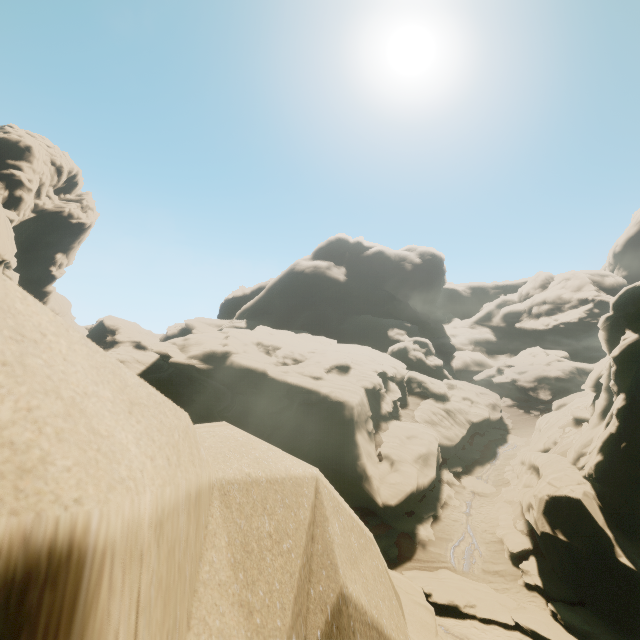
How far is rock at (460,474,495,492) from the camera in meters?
28.5 m

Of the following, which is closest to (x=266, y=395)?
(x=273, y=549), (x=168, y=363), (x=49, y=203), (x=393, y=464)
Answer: (x=168, y=363)

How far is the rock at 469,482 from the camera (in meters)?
28.45

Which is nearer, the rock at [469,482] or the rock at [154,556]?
the rock at [154,556]

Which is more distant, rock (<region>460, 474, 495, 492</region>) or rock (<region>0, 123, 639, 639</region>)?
rock (<region>460, 474, 495, 492</region>)
